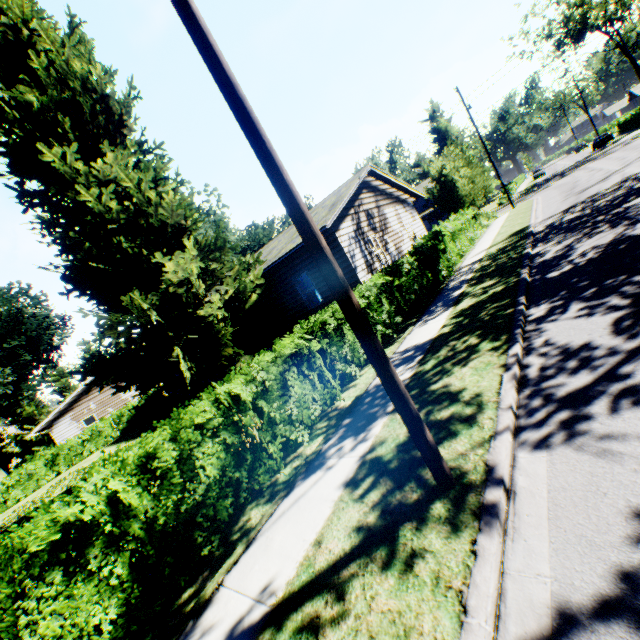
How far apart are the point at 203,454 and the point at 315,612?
3.03m

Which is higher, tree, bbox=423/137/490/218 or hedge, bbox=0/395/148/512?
tree, bbox=423/137/490/218

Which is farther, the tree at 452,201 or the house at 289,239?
the tree at 452,201

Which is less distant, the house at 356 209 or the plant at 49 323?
the house at 356 209

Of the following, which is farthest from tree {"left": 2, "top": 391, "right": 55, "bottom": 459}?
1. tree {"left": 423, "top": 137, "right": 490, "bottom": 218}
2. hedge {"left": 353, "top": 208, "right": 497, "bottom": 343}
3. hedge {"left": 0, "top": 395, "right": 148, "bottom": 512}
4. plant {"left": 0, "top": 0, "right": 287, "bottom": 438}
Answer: tree {"left": 423, "top": 137, "right": 490, "bottom": 218}

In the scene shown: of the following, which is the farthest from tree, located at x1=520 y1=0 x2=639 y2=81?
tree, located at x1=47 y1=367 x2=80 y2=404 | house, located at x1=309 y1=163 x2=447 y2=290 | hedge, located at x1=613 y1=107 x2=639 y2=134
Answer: tree, located at x1=47 y1=367 x2=80 y2=404

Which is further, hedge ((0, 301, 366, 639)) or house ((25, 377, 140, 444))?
house ((25, 377, 140, 444))

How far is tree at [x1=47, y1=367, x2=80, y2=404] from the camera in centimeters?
4797cm
